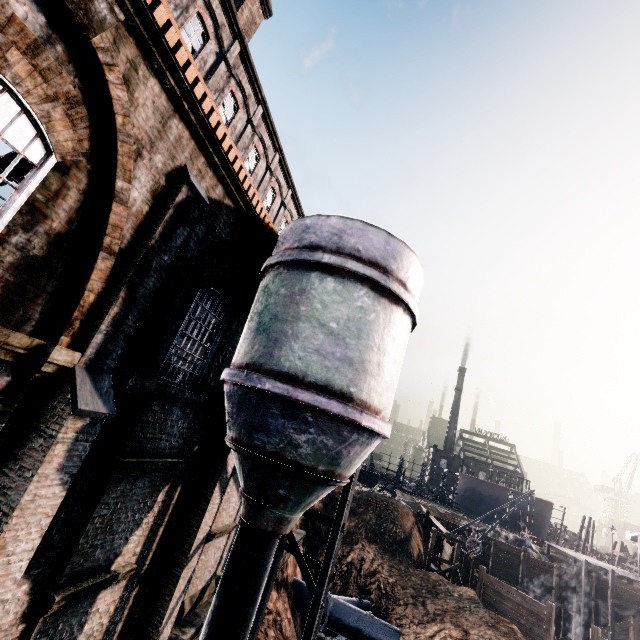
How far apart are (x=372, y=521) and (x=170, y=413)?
28.50m

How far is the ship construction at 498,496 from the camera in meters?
58.8 m

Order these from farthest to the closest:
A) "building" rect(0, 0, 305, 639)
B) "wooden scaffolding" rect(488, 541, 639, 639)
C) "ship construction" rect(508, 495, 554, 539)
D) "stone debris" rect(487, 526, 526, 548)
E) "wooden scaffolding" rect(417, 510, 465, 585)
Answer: "ship construction" rect(508, 495, 554, 539) < "stone debris" rect(487, 526, 526, 548) < "wooden scaffolding" rect(488, 541, 639, 639) < "wooden scaffolding" rect(417, 510, 465, 585) < "building" rect(0, 0, 305, 639)

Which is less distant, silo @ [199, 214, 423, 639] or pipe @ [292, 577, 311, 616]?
silo @ [199, 214, 423, 639]

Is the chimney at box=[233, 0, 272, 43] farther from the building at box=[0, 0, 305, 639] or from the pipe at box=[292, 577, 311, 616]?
the pipe at box=[292, 577, 311, 616]

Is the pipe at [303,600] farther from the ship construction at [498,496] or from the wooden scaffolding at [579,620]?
the ship construction at [498,496]

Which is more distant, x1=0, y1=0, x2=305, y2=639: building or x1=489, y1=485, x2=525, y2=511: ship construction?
x1=489, y1=485, x2=525, y2=511: ship construction

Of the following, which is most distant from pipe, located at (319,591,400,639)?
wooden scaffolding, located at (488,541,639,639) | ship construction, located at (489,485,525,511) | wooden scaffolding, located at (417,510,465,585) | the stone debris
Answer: ship construction, located at (489,485,525,511)
